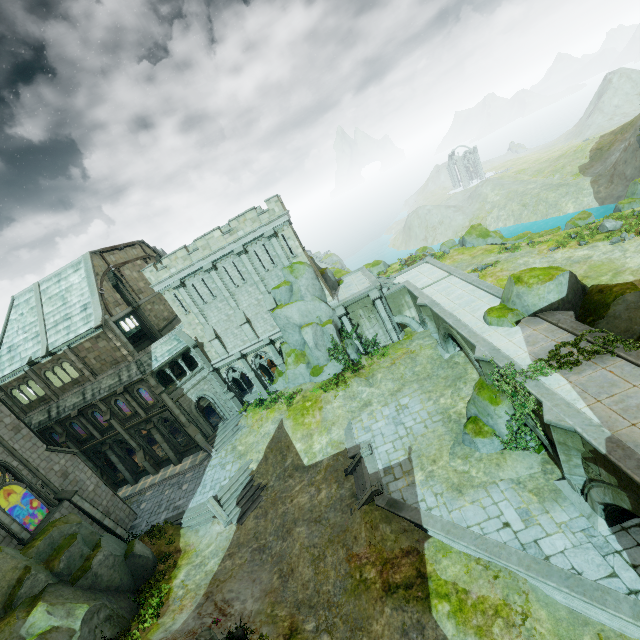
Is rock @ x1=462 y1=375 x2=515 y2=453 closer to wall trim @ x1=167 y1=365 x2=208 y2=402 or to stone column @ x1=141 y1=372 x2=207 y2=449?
stone column @ x1=141 y1=372 x2=207 y2=449

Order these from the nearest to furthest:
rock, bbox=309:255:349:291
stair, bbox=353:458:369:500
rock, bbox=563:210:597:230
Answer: stair, bbox=353:458:369:500
rock, bbox=309:255:349:291
rock, bbox=563:210:597:230

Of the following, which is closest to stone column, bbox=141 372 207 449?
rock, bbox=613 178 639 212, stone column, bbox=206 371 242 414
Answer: stone column, bbox=206 371 242 414

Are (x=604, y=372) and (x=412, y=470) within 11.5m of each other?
yes

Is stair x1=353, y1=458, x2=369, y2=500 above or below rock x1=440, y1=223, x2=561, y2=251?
below

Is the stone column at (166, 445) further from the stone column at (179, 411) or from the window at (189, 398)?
the window at (189, 398)

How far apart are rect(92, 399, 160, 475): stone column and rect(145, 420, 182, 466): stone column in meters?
1.7

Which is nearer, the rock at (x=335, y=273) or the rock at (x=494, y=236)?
the rock at (x=335, y=273)
